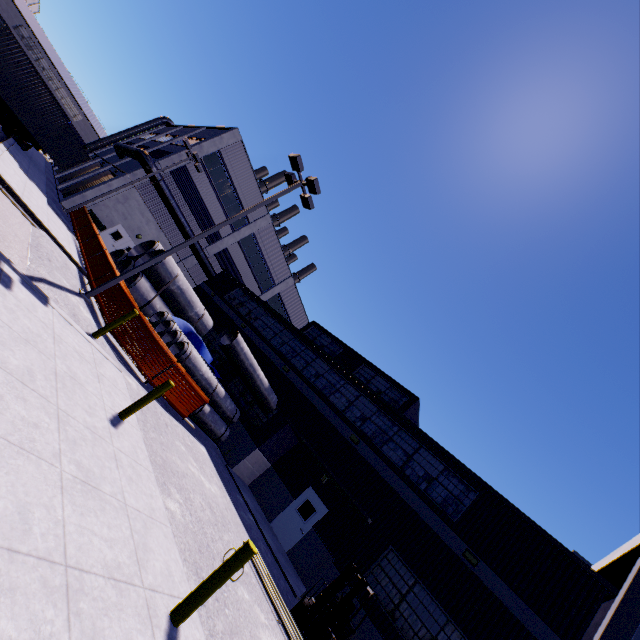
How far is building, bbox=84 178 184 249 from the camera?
25.0m

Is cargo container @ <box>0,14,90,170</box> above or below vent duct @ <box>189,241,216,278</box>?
below

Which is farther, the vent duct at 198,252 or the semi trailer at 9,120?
the vent duct at 198,252

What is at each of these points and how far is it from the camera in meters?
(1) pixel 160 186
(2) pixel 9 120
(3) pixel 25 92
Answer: (1) vent duct, 25.3 m
(2) semi trailer, 21.8 m
(3) cargo container, 19.4 m

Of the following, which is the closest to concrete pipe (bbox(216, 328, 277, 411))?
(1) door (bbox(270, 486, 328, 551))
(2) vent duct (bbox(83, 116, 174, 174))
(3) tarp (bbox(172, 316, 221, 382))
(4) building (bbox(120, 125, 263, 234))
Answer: (4) building (bbox(120, 125, 263, 234))

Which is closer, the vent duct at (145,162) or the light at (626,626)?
the light at (626,626)

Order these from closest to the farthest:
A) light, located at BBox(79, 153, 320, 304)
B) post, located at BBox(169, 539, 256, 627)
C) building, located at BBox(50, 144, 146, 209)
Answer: post, located at BBox(169, 539, 256, 627)
light, located at BBox(79, 153, 320, 304)
building, located at BBox(50, 144, 146, 209)

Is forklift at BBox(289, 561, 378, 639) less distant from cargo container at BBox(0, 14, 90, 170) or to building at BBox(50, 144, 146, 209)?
building at BBox(50, 144, 146, 209)
